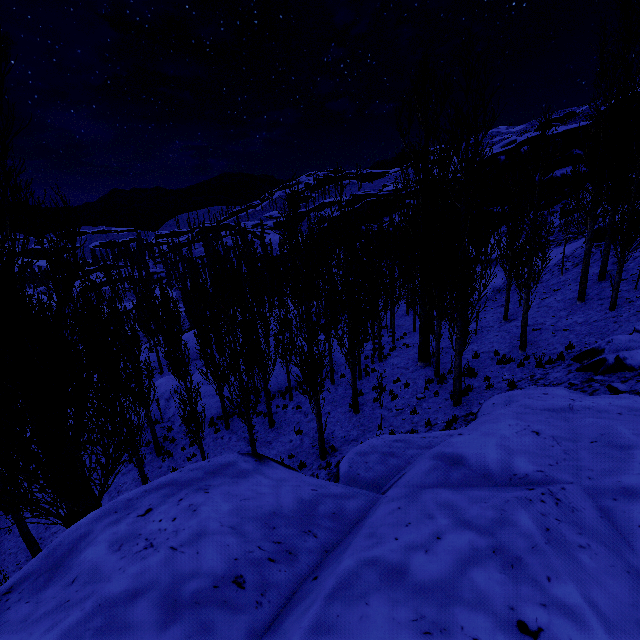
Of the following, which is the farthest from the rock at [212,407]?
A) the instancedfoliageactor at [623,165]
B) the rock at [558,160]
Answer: the rock at [558,160]

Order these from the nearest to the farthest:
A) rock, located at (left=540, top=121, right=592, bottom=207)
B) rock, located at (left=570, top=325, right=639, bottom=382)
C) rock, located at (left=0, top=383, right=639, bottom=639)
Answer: rock, located at (left=0, top=383, right=639, bottom=639) → rock, located at (left=570, top=325, right=639, bottom=382) → rock, located at (left=540, top=121, right=592, bottom=207)

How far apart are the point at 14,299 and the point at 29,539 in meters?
11.2

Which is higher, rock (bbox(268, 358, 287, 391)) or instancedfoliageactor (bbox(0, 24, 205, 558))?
instancedfoliageactor (bbox(0, 24, 205, 558))

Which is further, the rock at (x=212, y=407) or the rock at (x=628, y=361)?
the rock at (x=212, y=407)

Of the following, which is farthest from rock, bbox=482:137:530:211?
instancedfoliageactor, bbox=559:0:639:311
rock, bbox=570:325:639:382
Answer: rock, bbox=570:325:639:382

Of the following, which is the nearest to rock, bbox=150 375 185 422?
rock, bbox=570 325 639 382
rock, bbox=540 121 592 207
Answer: rock, bbox=540 121 592 207

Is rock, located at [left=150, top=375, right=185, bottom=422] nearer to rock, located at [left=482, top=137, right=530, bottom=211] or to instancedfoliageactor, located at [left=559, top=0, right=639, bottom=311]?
instancedfoliageactor, located at [left=559, top=0, right=639, bottom=311]
